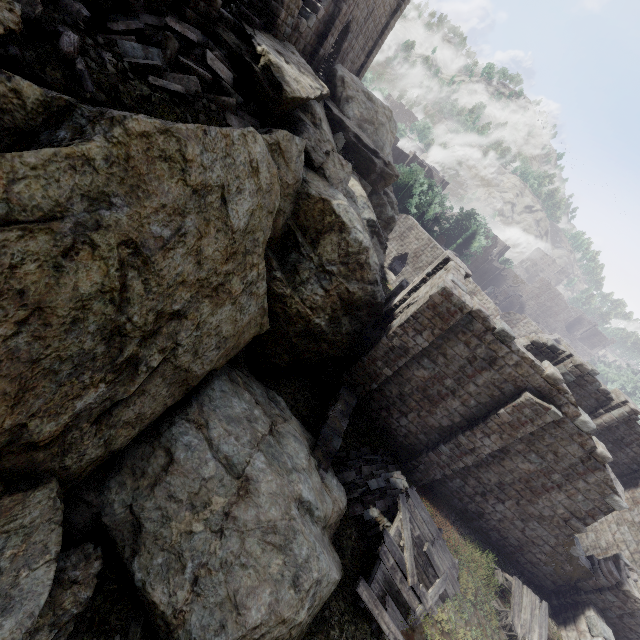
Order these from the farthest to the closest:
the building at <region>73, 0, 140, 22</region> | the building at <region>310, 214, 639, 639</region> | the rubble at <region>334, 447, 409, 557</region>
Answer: the building at <region>310, 214, 639, 639</region> < the rubble at <region>334, 447, 409, 557</region> < the building at <region>73, 0, 140, 22</region>

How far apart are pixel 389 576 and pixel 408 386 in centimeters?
651cm

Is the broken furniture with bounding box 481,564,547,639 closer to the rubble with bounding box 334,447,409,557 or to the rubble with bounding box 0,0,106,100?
the rubble with bounding box 334,447,409,557

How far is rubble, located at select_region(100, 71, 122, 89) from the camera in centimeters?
620cm

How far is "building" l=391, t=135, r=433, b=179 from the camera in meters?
50.2 m

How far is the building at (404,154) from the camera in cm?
5019

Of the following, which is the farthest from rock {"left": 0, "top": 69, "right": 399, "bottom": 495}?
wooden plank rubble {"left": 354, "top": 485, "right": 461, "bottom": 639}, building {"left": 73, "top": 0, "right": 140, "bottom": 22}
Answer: wooden plank rubble {"left": 354, "top": 485, "right": 461, "bottom": 639}

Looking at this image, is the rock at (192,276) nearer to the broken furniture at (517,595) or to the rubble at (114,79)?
the rubble at (114,79)
